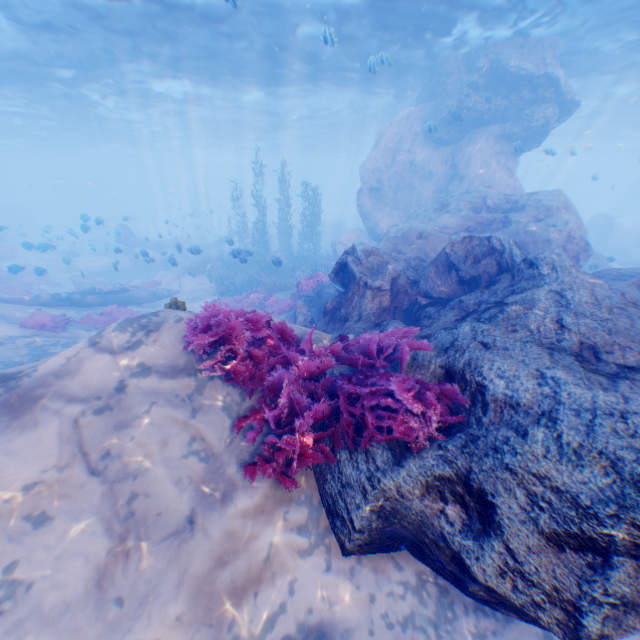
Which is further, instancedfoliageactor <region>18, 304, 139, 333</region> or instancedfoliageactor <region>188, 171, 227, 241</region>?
instancedfoliageactor <region>188, 171, 227, 241</region>

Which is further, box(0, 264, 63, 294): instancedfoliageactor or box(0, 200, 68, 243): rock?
box(0, 200, 68, 243): rock

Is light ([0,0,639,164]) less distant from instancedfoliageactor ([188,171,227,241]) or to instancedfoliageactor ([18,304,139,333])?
instancedfoliageactor ([188,171,227,241])

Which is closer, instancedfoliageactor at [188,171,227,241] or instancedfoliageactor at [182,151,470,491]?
instancedfoliageactor at [182,151,470,491]

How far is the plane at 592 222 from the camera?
26.55m

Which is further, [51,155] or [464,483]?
[51,155]

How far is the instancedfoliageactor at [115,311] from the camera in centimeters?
1137cm

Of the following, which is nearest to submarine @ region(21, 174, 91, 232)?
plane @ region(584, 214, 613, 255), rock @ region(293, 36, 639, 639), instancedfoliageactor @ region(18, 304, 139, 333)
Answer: rock @ region(293, 36, 639, 639)
